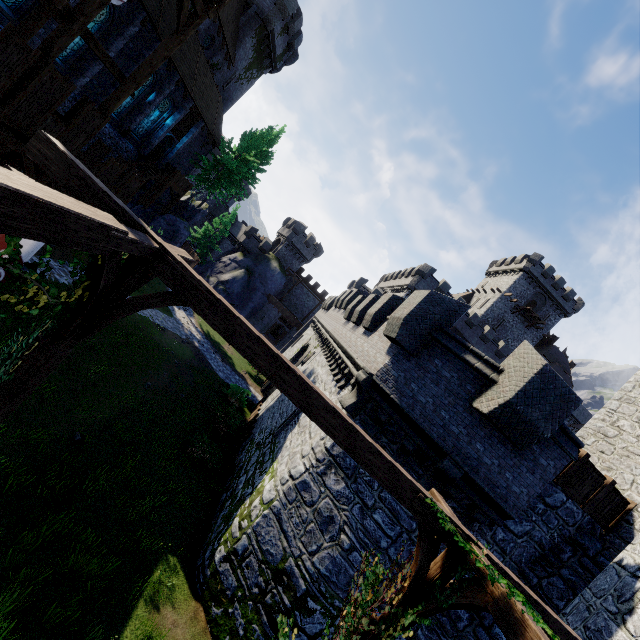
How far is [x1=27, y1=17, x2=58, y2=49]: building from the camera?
14.45m

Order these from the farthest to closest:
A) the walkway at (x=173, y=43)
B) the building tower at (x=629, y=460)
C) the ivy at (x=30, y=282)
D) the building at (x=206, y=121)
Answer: the building at (x=206, y=121), the walkway at (x=173, y=43), the building tower at (x=629, y=460), the ivy at (x=30, y=282)

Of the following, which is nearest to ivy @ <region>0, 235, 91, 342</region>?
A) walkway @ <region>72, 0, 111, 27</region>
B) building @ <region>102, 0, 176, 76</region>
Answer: walkway @ <region>72, 0, 111, 27</region>

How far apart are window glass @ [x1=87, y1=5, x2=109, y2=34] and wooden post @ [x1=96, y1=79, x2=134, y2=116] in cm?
769

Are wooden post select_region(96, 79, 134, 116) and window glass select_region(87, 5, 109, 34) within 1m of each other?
no

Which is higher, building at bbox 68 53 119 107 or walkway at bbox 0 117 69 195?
building at bbox 68 53 119 107

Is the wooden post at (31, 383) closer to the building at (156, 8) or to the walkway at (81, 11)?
the walkway at (81, 11)

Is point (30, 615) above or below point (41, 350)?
below
